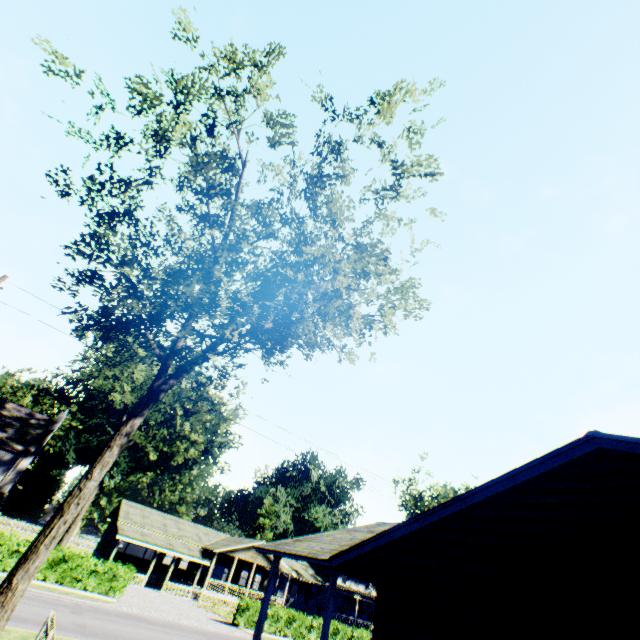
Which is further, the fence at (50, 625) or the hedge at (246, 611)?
the hedge at (246, 611)

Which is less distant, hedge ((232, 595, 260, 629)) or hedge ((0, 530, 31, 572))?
hedge ((0, 530, 31, 572))

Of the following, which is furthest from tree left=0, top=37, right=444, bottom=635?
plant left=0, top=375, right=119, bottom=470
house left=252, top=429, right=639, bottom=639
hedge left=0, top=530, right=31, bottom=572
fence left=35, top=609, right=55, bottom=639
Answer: plant left=0, top=375, right=119, bottom=470

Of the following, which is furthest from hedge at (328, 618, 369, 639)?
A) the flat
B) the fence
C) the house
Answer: the fence

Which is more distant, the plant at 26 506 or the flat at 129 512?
the plant at 26 506

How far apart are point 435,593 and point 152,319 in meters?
9.4 m

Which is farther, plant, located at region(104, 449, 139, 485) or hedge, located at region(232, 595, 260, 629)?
plant, located at region(104, 449, 139, 485)
